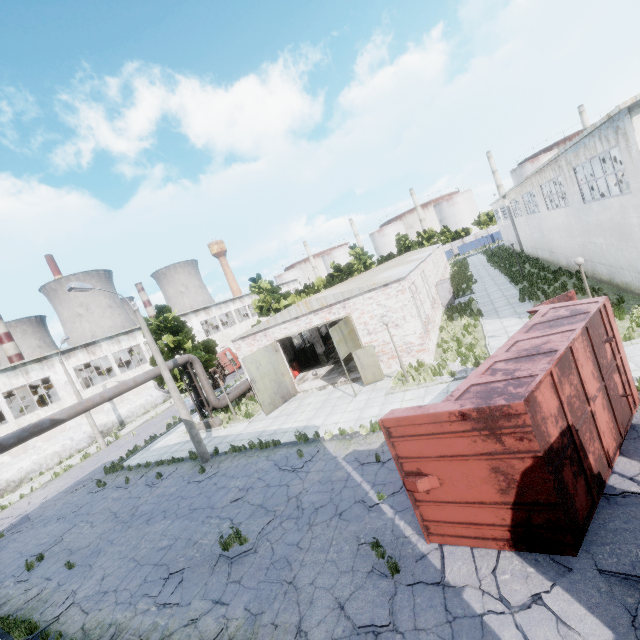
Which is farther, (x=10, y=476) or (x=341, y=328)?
(x=10, y=476)

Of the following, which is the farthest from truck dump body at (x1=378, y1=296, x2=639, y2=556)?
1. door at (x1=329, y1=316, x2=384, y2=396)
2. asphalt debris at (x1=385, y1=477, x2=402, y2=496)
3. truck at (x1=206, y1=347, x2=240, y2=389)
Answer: truck at (x1=206, y1=347, x2=240, y2=389)

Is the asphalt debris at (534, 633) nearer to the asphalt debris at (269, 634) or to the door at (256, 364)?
the asphalt debris at (269, 634)

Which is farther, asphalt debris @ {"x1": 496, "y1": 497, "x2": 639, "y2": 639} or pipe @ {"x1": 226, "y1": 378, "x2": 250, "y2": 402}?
pipe @ {"x1": 226, "y1": 378, "x2": 250, "y2": 402}

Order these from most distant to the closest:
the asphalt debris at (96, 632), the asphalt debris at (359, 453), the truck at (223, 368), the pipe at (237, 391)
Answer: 1. the truck at (223, 368)
2. the pipe at (237, 391)
3. the asphalt debris at (359, 453)
4. the asphalt debris at (96, 632)

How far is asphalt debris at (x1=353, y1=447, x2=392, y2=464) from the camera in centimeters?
1070cm

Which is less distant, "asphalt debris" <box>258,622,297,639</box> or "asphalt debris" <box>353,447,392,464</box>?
"asphalt debris" <box>258,622,297,639</box>

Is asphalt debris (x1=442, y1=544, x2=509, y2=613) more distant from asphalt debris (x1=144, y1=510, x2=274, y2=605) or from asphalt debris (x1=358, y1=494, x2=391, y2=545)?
asphalt debris (x1=144, y1=510, x2=274, y2=605)
